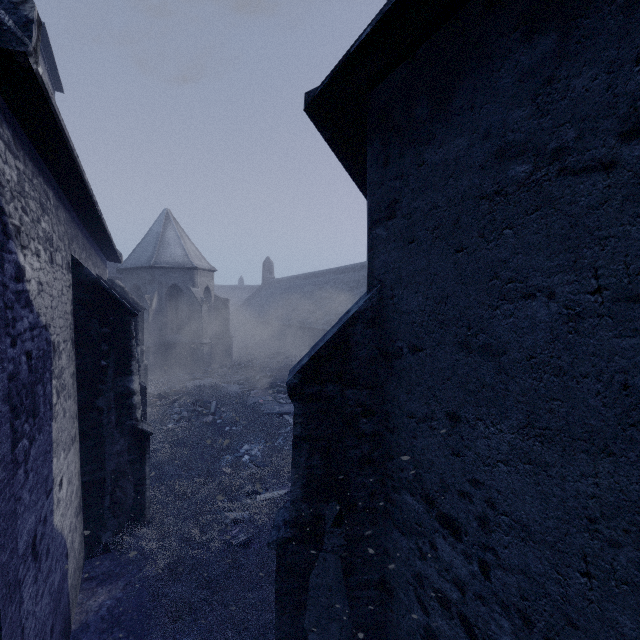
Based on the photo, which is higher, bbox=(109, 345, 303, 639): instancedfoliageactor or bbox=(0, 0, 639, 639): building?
bbox=(0, 0, 639, 639): building

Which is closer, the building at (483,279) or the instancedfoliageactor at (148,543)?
the building at (483,279)

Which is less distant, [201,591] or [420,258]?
[420,258]

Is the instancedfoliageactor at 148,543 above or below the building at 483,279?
below

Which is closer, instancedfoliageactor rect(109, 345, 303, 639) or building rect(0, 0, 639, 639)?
building rect(0, 0, 639, 639)
